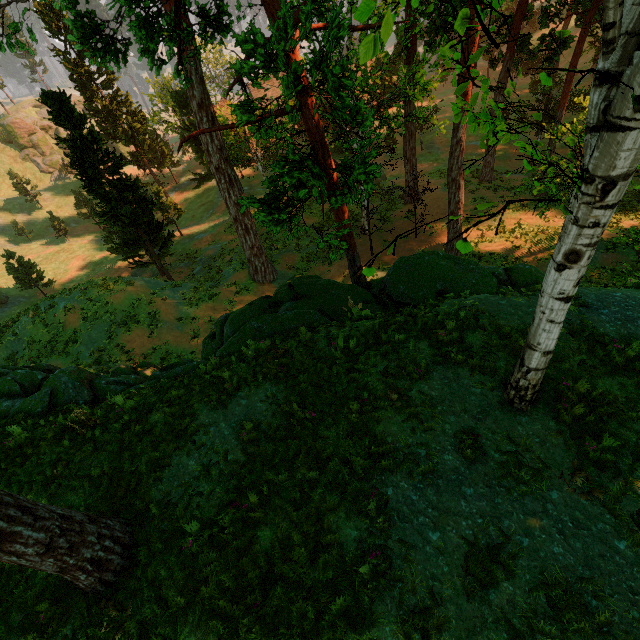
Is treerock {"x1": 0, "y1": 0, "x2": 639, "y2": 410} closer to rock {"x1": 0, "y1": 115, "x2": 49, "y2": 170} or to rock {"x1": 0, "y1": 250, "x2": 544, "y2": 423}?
rock {"x1": 0, "y1": 250, "x2": 544, "y2": 423}

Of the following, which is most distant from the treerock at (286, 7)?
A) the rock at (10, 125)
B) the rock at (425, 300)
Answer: the rock at (10, 125)

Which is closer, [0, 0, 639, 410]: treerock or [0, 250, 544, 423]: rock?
[0, 0, 639, 410]: treerock

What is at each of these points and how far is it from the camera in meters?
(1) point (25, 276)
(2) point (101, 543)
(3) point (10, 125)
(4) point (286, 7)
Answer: (1) treerock, 32.8
(2) treerock, 5.3
(3) rock, 57.0
(4) treerock, 5.3

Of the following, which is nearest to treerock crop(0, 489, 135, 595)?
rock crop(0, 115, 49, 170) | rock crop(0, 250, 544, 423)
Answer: rock crop(0, 250, 544, 423)

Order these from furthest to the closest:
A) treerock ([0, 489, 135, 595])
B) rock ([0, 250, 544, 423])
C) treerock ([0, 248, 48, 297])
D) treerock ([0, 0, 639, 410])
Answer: treerock ([0, 248, 48, 297]) < rock ([0, 250, 544, 423]) < treerock ([0, 489, 135, 595]) < treerock ([0, 0, 639, 410])
